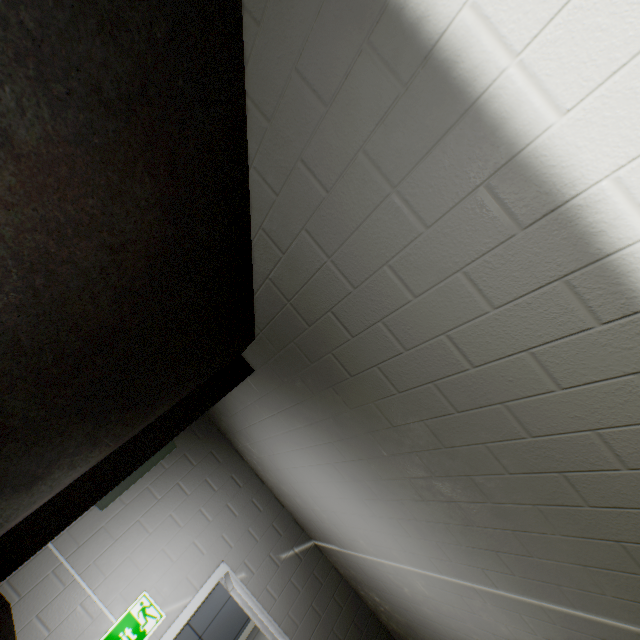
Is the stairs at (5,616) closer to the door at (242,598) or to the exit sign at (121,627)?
the door at (242,598)

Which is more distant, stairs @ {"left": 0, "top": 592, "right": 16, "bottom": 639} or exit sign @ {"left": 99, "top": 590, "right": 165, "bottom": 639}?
exit sign @ {"left": 99, "top": 590, "right": 165, "bottom": 639}

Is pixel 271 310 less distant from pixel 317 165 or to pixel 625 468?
pixel 317 165

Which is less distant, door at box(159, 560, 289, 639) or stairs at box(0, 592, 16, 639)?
stairs at box(0, 592, 16, 639)

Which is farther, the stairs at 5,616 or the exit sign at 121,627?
the exit sign at 121,627

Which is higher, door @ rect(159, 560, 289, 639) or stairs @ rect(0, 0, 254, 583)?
stairs @ rect(0, 0, 254, 583)

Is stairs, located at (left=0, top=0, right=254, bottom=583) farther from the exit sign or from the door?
the exit sign
